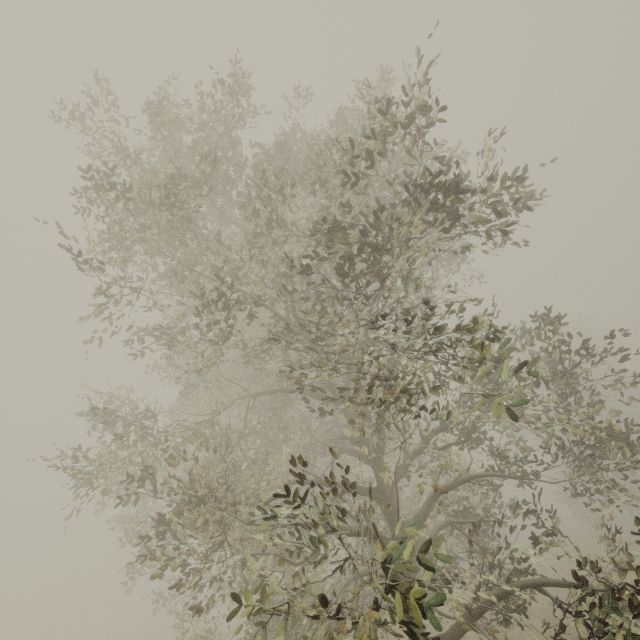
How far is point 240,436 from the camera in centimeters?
981cm
